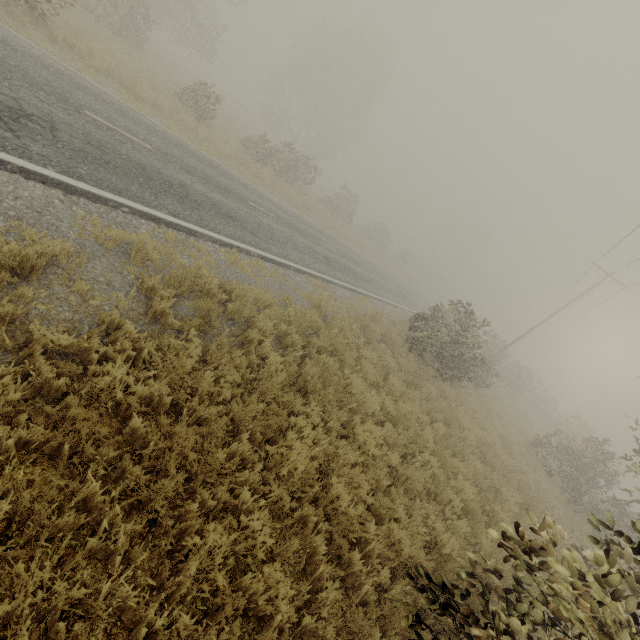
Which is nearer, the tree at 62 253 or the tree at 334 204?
the tree at 62 253

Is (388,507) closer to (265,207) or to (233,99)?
(265,207)

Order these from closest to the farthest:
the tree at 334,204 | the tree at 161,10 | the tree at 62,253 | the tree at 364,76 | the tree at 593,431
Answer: the tree at 593,431 → the tree at 62,253 → the tree at 161,10 → the tree at 364,76 → the tree at 334,204

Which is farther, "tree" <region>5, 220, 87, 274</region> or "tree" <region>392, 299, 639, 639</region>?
"tree" <region>5, 220, 87, 274</region>

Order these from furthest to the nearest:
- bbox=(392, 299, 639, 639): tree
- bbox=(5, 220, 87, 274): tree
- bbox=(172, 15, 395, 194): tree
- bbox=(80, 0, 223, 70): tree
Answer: bbox=(172, 15, 395, 194): tree
bbox=(80, 0, 223, 70): tree
bbox=(5, 220, 87, 274): tree
bbox=(392, 299, 639, 639): tree

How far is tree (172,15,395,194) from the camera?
21.8 meters
